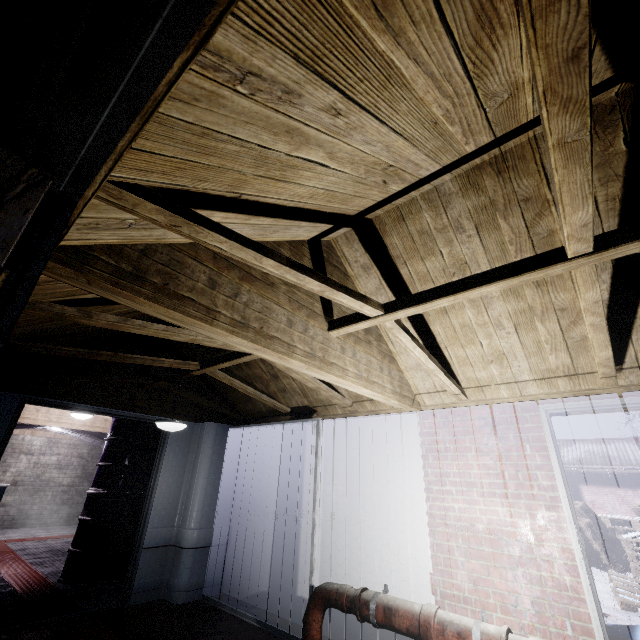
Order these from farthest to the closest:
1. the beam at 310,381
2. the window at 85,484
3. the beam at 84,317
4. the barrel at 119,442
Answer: the window at 85,484 < the barrel at 119,442 < the beam at 310,381 < the beam at 84,317

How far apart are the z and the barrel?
1.8m

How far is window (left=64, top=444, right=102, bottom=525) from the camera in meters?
8.2

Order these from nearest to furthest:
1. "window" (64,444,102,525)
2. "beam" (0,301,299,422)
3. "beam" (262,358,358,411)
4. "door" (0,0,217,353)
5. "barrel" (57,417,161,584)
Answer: "door" (0,0,217,353), "beam" (0,301,299,422), "beam" (262,358,358,411), "barrel" (57,417,161,584), "window" (64,444,102,525)

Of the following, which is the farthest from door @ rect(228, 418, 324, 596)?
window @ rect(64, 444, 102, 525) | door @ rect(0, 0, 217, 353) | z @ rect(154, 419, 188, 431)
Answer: window @ rect(64, 444, 102, 525)

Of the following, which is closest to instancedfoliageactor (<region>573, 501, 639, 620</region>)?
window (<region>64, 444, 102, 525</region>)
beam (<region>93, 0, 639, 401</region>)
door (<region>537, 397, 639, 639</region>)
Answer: door (<region>537, 397, 639, 639</region>)

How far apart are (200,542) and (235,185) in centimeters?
443cm

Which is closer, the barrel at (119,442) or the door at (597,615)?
the door at (597,615)
